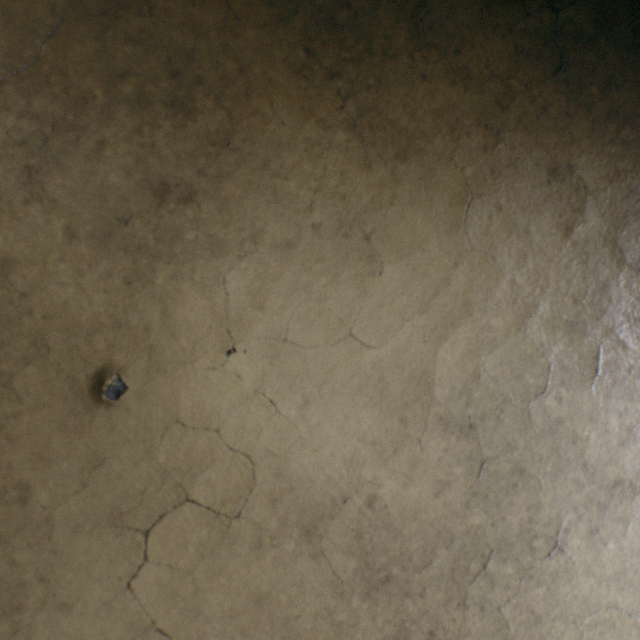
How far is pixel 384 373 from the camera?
0.5 meters
